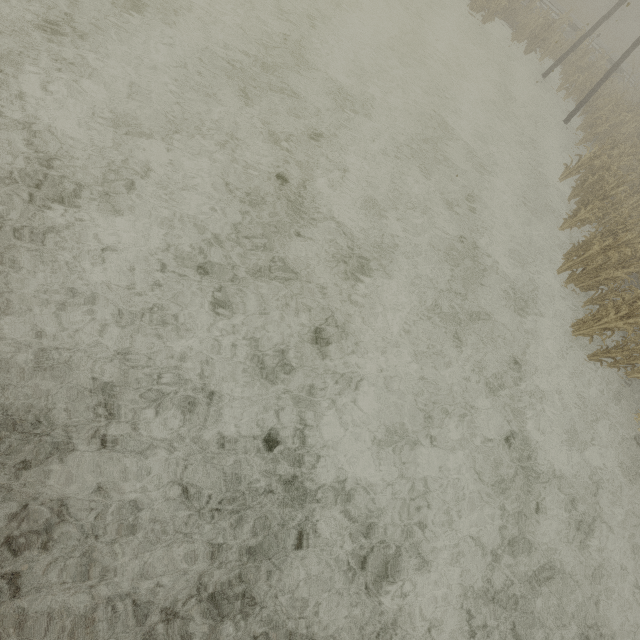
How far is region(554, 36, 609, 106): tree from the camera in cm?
1697

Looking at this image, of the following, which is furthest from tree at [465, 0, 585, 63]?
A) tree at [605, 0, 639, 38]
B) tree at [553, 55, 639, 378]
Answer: tree at [553, 55, 639, 378]

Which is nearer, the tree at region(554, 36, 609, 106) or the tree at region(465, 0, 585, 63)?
the tree at region(465, 0, 585, 63)

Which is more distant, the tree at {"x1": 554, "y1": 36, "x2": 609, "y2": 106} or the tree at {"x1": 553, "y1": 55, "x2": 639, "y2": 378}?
the tree at {"x1": 554, "y1": 36, "x2": 609, "y2": 106}

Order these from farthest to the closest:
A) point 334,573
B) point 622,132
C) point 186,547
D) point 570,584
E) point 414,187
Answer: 1. point 622,132
2. point 414,187
3. point 570,584
4. point 334,573
5. point 186,547

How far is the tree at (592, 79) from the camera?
16.97m

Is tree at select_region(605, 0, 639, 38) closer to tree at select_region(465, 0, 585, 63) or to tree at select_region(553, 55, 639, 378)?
tree at select_region(465, 0, 585, 63)

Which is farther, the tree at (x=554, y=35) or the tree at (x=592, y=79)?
the tree at (x=592, y=79)
